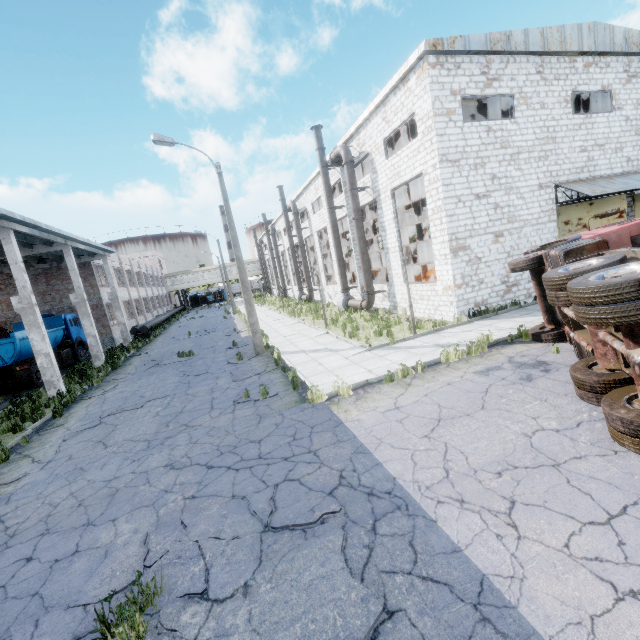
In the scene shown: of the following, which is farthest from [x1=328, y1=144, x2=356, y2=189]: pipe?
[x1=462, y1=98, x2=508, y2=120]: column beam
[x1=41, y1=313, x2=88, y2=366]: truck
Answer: [x1=41, y1=313, x2=88, y2=366]: truck

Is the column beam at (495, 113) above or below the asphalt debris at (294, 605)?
above

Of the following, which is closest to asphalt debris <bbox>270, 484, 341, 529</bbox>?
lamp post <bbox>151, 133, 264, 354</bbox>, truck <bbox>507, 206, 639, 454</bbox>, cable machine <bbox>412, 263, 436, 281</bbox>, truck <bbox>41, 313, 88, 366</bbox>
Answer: truck <bbox>507, 206, 639, 454</bbox>

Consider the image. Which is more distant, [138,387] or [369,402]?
[138,387]

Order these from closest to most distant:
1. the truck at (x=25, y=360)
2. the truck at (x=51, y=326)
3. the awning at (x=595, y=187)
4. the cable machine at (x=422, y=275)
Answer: the awning at (x=595, y=187) < the truck at (x=25, y=360) < the cable machine at (x=422, y=275) < the truck at (x=51, y=326)

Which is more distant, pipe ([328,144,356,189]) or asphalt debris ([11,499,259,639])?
pipe ([328,144,356,189])

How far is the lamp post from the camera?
13.7 meters

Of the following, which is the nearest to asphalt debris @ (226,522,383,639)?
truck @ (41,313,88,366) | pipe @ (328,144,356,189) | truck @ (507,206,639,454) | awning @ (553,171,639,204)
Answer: truck @ (507,206,639,454)
